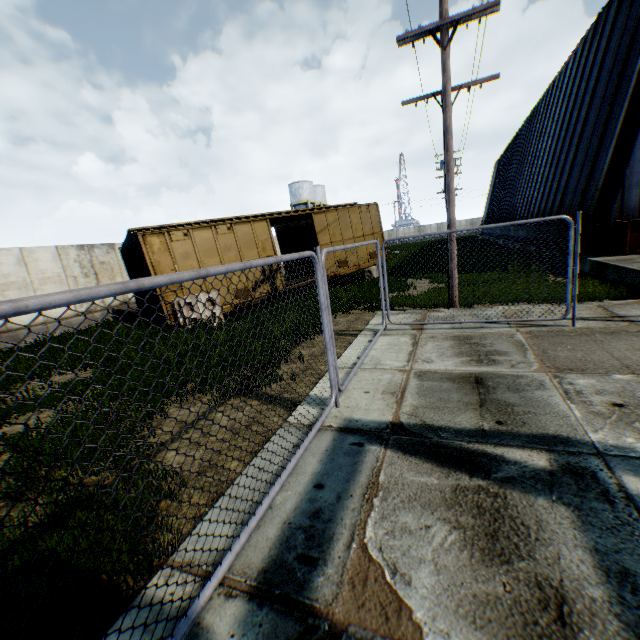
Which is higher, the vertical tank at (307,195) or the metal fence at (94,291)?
the vertical tank at (307,195)

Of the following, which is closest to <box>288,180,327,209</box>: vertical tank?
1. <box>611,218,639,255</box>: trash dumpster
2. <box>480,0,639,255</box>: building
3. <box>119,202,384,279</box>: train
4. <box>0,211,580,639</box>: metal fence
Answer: <box>480,0,639,255</box>: building

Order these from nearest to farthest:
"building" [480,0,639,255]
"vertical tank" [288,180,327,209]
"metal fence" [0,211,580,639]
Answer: "metal fence" [0,211,580,639], "building" [480,0,639,255], "vertical tank" [288,180,327,209]

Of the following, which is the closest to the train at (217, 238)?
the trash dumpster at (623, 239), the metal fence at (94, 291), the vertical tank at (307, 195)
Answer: the metal fence at (94, 291)

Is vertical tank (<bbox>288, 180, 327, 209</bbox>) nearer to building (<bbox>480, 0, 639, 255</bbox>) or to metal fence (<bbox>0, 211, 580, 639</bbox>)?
building (<bbox>480, 0, 639, 255</bbox>)

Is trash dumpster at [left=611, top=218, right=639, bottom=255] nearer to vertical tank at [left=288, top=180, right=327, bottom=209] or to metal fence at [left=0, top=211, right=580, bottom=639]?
metal fence at [left=0, top=211, right=580, bottom=639]

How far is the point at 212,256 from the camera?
12.10m

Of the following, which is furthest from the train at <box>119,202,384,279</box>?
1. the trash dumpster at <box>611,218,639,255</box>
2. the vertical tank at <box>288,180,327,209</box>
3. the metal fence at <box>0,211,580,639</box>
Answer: the vertical tank at <box>288,180,327,209</box>
